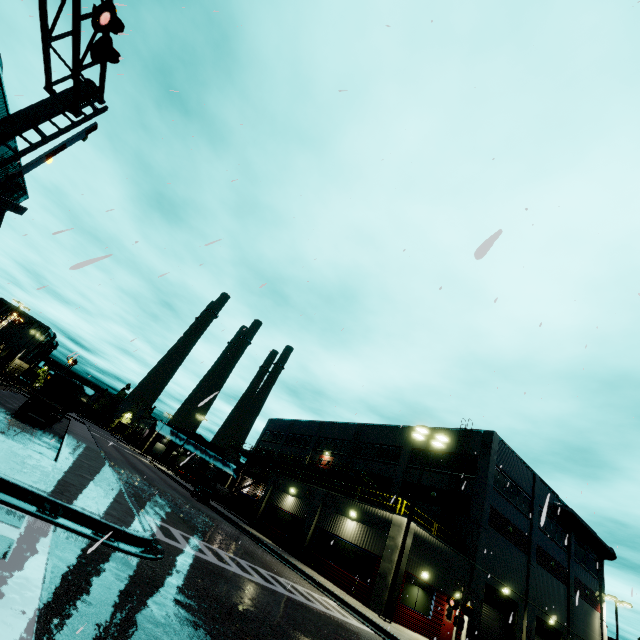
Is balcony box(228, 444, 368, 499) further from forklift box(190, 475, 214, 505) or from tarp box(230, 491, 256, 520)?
forklift box(190, 475, 214, 505)

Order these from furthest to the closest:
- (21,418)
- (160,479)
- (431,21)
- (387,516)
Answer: (160,479) < (21,418) < (387,516) < (431,21)

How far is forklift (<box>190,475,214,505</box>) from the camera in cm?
3005

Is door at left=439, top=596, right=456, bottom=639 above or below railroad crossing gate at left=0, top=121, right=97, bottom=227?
below

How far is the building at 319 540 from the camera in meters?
19.4

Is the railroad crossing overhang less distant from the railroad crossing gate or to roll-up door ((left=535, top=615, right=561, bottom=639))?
the railroad crossing gate

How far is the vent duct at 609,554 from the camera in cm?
3094

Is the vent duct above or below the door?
above
